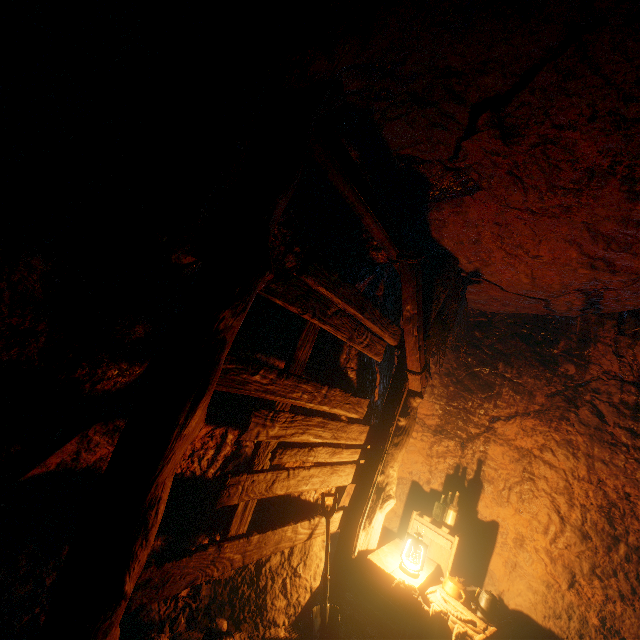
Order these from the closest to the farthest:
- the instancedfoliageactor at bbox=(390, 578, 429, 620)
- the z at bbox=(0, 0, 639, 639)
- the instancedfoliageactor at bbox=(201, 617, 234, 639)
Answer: the z at bbox=(0, 0, 639, 639) → the instancedfoliageactor at bbox=(201, 617, 234, 639) → the instancedfoliageactor at bbox=(390, 578, 429, 620)

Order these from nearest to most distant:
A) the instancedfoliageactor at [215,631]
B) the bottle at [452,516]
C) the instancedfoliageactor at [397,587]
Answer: the instancedfoliageactor at [215,631] < the instancedfoliageactor at [397,587] < the bottle at [452,516]

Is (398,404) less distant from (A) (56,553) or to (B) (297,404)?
(B) (297,404)

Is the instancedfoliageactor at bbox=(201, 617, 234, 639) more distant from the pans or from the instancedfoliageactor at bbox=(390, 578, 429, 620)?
the pans

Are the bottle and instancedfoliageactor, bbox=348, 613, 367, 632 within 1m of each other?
no

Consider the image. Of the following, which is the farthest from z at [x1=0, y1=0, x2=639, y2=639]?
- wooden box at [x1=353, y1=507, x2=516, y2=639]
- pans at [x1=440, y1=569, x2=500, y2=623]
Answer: pans at [x1=440, y1=569, x2=500, y2=623]

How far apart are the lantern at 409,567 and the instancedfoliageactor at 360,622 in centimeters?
68cm

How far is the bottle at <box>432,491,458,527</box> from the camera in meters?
4.5 m
